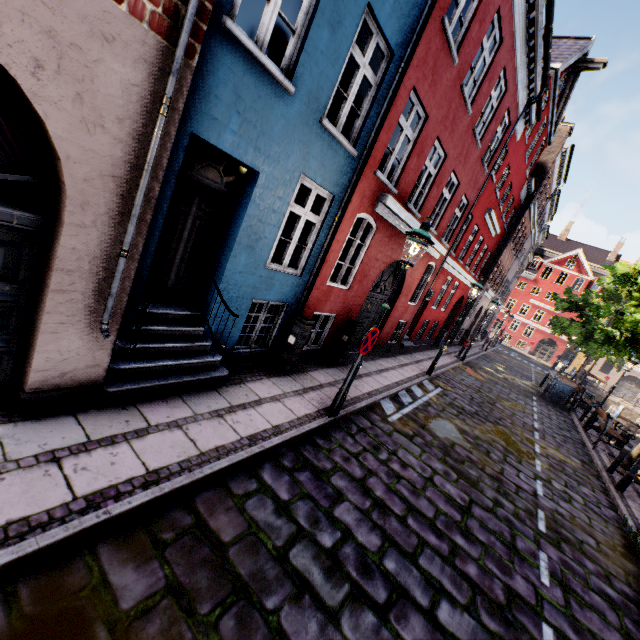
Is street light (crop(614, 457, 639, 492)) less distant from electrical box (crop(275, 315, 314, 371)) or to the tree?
the tree

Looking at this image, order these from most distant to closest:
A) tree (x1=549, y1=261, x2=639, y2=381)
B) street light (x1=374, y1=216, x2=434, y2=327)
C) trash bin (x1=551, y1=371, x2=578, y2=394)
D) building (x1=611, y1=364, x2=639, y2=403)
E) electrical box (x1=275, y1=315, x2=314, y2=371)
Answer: building (x1=611, y1=364, x2=639, y2=403)
trash bin (x1=551, y1=371, x2=578, y2=394)
tree (x1=549, y1=261, x2=639, y2=381)
electrical box (x1=275, y1=315, x2=314, y2=371)
street light (x1=374, y1=216, x2=434, y2=327)

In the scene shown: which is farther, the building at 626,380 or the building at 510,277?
the building at 626,380

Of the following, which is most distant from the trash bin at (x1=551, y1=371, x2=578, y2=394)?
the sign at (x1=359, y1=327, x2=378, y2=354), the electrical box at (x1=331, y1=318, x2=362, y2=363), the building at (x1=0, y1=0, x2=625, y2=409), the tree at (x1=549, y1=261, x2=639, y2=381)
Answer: the sign at (x1=359, y1=327, x2=378, y2=354)

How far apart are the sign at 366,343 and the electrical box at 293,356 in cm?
155

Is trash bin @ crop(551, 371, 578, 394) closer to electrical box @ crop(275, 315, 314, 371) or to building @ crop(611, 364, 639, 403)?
building @ crop(611, 364, 639, 403)

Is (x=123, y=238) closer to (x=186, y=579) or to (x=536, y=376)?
(x=186, y=579)

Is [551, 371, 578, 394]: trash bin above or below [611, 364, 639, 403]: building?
below
